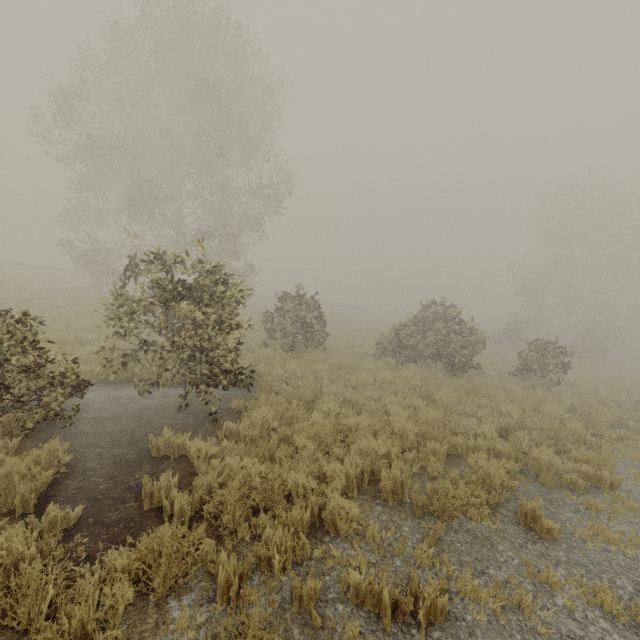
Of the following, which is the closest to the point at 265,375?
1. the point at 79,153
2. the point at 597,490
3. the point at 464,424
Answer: the point at 464,424
